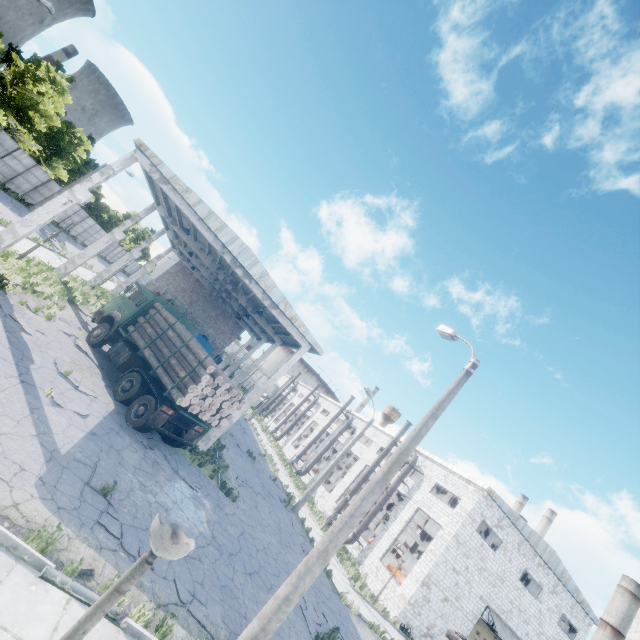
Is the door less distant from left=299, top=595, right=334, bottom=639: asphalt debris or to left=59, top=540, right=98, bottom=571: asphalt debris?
left=299, top=595, right=334, bottom=639: asphalt debris

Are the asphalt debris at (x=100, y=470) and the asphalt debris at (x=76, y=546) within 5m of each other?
yes

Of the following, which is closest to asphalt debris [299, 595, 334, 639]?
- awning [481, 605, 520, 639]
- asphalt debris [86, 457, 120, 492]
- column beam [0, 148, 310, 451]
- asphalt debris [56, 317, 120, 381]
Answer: asphalt debris [86, 457, 120, 492]

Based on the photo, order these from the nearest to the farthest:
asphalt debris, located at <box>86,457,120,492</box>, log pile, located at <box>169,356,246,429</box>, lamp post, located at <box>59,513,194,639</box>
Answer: lamp post, located at <box>59,513,194,639</box> → asphalt debris, located at <box>86,457,120,492</box> → log pile, located at <box>169,356,246,429</box>

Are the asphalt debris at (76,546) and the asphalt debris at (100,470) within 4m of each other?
yes

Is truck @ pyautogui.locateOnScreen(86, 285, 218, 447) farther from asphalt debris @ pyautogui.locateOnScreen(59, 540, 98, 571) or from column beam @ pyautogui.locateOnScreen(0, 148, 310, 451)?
asphalt debris @ pyautogui.locateOnScreen(59, 540, 98, 571)

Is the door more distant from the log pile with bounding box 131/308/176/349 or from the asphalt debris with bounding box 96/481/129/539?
the asphalt debris with bounding box 96/481/129/539

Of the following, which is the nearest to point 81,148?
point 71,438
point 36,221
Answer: point 36,221
